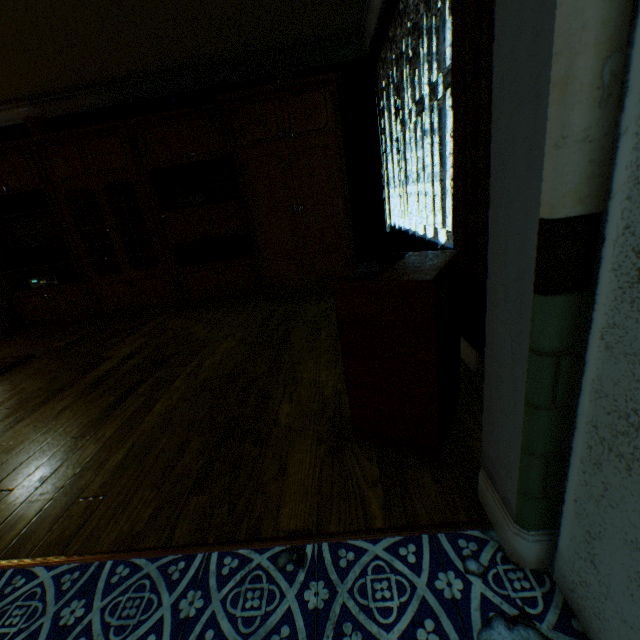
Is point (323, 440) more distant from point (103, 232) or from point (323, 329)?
point (103, 232)

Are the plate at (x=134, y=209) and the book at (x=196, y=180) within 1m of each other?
yes

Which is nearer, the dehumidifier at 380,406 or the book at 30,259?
the dehumidifier at 380,406

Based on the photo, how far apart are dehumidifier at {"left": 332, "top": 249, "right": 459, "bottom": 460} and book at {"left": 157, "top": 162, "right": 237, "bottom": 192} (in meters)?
3.45

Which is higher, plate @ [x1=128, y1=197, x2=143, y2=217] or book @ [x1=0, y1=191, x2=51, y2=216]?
book @ [x1=0, y1=191, x2=51, y2=216]

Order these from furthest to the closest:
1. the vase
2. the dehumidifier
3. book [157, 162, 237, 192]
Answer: book [157, 162, 237, 192] < the vase < the dehumidifier

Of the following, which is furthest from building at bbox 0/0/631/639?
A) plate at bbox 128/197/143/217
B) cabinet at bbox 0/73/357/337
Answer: plate at bbox 128/197/143/217

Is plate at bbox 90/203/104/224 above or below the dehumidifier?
above
